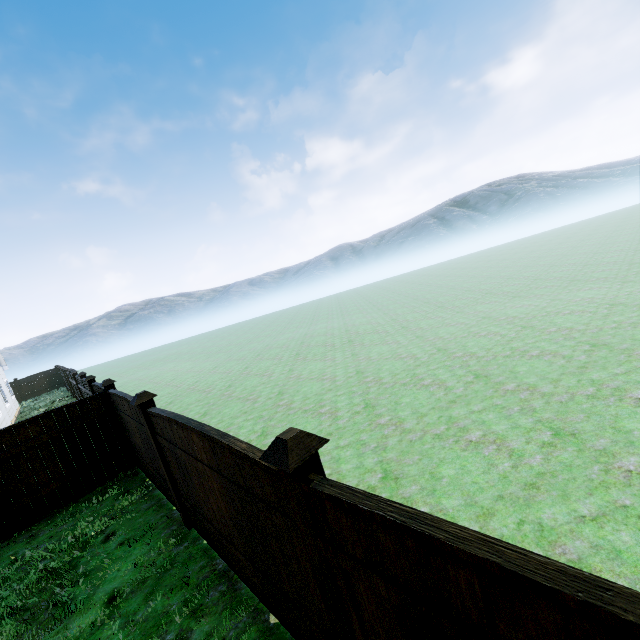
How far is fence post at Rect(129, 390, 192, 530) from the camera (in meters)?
4.66

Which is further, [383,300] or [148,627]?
[383,300]

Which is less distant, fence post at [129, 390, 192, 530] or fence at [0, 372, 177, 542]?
fence post at [129, 390, 192, 530]

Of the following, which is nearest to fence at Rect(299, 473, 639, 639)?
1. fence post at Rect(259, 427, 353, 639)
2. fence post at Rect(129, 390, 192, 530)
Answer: fence post at Rect(259, 427, 353, 639)

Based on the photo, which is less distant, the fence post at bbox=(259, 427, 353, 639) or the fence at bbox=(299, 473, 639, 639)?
the fence at bbox=(299, 473, 639, 639)

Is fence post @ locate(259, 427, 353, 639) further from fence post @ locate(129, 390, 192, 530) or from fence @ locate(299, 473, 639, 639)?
fence post @ locate(129, 390, 192, 530)

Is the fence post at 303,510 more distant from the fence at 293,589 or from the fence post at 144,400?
the fence post at 144,400

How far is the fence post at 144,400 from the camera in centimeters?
466cm
